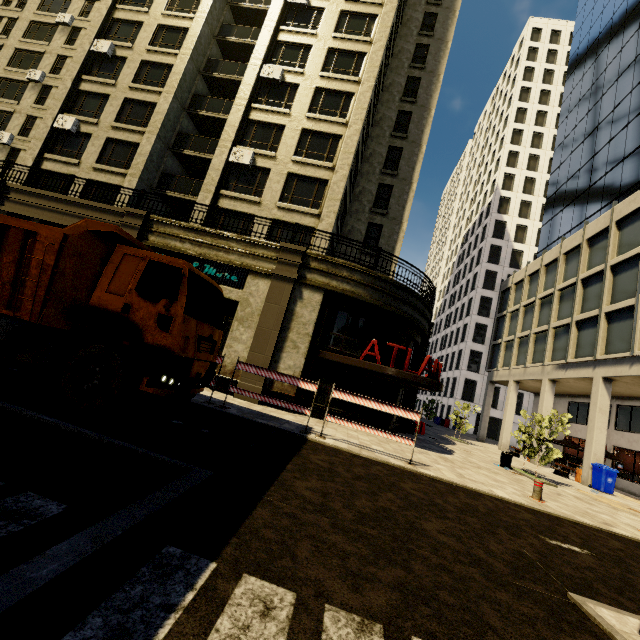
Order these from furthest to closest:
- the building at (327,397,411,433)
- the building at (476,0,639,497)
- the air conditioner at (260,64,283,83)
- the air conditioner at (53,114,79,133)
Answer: the air conditioner at (53,114,79,133) < the air conditioner at (260,64,283,83) < the building at (476,0,639,497) < the building at (327,397,411,433)

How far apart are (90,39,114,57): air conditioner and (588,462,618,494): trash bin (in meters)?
38.30

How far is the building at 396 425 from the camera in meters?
14.1

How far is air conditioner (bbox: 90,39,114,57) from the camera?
21.1 meters

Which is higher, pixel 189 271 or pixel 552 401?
pixel 552 401

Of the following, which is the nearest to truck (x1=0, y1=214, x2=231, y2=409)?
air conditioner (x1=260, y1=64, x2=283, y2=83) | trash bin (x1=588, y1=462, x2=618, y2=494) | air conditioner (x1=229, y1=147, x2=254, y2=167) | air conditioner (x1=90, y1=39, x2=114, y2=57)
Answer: air conditioner (x1=229, y1=147, x2=254, y2=167)

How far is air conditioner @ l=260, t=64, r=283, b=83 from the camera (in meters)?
19.55

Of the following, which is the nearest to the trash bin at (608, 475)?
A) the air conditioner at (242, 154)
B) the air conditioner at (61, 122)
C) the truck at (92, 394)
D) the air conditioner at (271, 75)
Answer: the truck at (92, 394)
